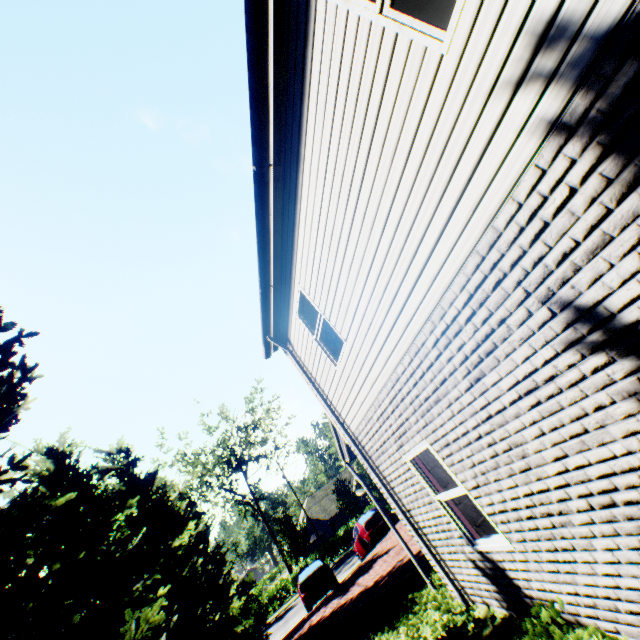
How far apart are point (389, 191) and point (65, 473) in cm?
1093

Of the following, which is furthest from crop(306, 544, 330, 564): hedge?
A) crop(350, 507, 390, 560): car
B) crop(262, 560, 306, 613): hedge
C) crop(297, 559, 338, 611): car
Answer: crop(350, 507, 390, 560): car

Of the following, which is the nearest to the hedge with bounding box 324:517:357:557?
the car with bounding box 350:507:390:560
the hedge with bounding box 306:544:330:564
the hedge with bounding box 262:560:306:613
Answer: the hedge with bounding box 306:544:330:564

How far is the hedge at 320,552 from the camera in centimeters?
3562cm

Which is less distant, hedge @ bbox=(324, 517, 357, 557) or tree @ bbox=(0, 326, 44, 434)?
tree @ bbox=(0, 326, 44, 434)

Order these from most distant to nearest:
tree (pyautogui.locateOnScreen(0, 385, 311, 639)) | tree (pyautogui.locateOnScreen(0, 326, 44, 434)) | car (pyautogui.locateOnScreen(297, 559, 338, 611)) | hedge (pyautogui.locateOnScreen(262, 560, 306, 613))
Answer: hedge (pyautogui.locateOnScreen(262, 560, 306, 613)) < car (pyautogui.locateOnScreen(297, 559, 338, 611)) < tree (pyautogui.locateOnScreen(0, 326, 44, 434)) < tree (pyautogui.locateOnScreen(0, 385, 311, 639))

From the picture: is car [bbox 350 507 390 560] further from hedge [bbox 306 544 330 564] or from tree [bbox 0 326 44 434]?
hedge [bbox 306 544 330 564]

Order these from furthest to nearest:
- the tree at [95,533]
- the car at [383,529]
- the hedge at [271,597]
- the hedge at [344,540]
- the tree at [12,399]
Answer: the hedge at [344,540], the hedge at [271,597], the car at [383,529], the tree at [12,399], the tree at [95,533]
